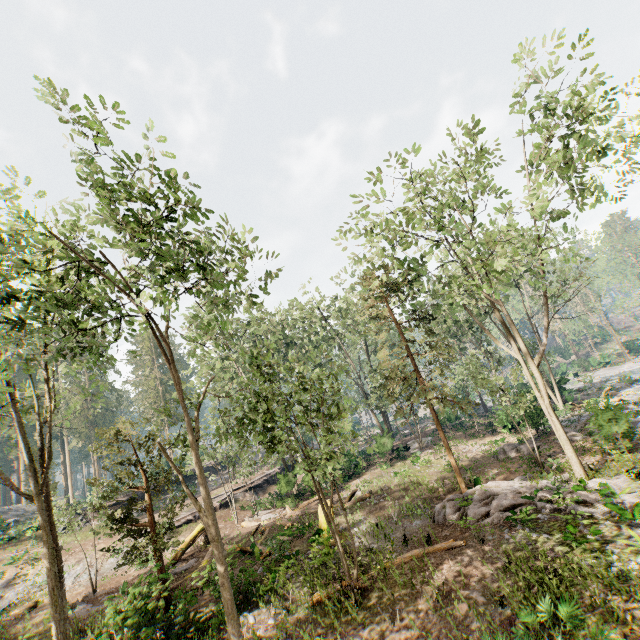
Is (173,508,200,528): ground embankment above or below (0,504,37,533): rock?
below

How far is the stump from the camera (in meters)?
16.49

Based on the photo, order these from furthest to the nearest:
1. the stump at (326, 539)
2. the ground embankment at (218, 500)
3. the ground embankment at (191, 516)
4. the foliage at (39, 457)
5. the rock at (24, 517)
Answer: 1. the rock at (24, 517)
2. the ground embankment at (218, 500)
3. the ground embankment at (191, 516)
4. the stump at (326, 539)
5. the foliage at (39, 457)

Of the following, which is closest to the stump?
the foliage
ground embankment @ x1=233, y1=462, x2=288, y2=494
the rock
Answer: the foliage

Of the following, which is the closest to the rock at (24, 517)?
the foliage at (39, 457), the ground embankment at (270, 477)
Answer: the foliage at (39, 457)

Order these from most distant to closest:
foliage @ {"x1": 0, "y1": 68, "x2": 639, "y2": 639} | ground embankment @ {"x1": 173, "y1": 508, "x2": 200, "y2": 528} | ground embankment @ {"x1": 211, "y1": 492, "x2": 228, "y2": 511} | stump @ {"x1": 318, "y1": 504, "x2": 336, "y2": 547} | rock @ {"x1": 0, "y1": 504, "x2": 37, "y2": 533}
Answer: rock @ {"x1": 0, "y1": 504, "x2": 37, "y2": 533} → ground embankment @ {"x1": 211, "y1": 492, "x2": 228, "y2": 511} → ground embankment @ {"x1": 173, "y1": 508, "x2": 200, "y2": 528} → stump @ {"x1": 318, "y1": 504, "x2": 336, "y2": 547} → foliage @ {"x1": 0, "y1": 68, "x2": 639, "y2": 639}

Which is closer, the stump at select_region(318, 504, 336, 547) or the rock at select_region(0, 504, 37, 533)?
the stump at select_region(318, 504, 336, 547)

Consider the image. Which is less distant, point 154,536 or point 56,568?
point 56,568
